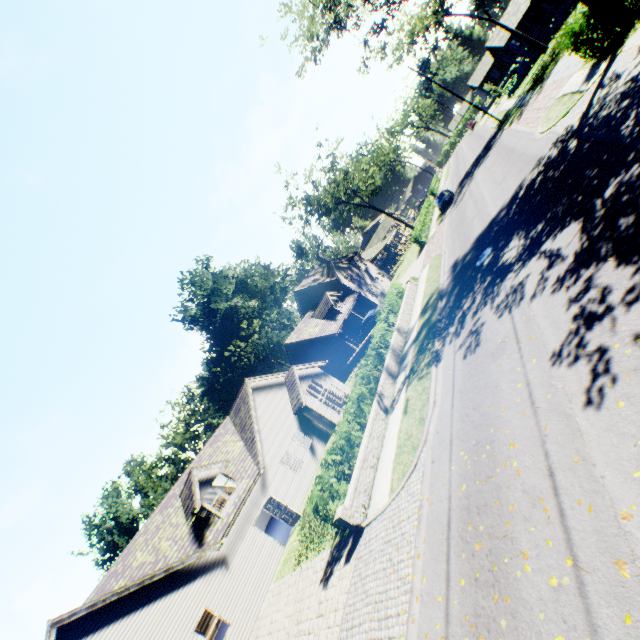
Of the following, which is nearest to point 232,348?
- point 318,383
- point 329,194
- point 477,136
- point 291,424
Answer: point 329,194

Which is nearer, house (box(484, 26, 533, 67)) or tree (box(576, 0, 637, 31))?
tree (box(576, 0, 637, 31))

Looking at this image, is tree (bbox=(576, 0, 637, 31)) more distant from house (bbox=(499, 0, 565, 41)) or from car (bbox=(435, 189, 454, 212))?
house (bbox=(499, 0, 565, 41))

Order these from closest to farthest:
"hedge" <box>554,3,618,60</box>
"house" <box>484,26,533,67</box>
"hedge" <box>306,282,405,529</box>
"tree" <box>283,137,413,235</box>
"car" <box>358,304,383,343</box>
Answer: "hedge" <box>306,282,405,529</box> → "hedge" <box>554,3,618,60</box> → "car" <box>358,304,383,343</box> → "house" <box>484,26,533,67</box> → "tree" <box>283,137,413,235</box>

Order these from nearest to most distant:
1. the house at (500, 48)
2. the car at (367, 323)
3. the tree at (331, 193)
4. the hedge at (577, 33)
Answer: the hedge at (577, 33)
the car at (367, 323)
the house at (500, 48)
the tree at (331, 193)

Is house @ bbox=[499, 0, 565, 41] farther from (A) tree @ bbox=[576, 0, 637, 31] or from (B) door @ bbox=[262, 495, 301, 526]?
(B) door @ bbox=[262, 495, 301, 526]

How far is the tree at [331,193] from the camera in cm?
4700

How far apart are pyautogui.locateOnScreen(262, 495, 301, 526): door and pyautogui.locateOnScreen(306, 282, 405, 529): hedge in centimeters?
755cm
